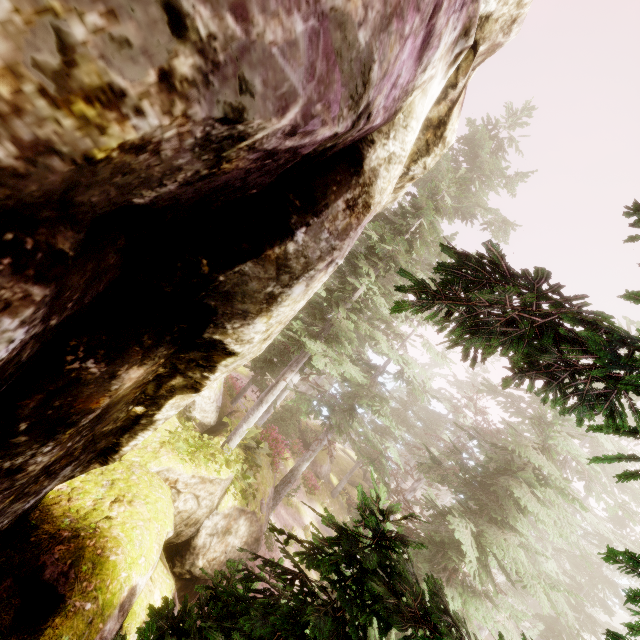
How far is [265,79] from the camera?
→ 1.62m

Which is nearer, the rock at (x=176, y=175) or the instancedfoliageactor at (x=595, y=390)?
the rock at (x=176, y=175)

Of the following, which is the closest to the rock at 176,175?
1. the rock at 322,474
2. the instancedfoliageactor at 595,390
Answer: the instancedfoliageactor at 595,390

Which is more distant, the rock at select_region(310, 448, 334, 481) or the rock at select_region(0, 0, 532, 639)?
the rock at select_region(310, 448, 334, 481)

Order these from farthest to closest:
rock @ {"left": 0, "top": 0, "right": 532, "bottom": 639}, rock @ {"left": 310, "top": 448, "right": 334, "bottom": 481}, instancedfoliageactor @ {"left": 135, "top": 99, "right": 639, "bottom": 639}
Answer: rock @ {"left": 310, "top": 448, "right": 334, "bottom": 481} → instancedfoliageactor @ {"left": 135, "top": 99, "right": 639, "bottom": 639} → rock @ {"left": 0, "top": 0, "right": 532, "bottom": 639}

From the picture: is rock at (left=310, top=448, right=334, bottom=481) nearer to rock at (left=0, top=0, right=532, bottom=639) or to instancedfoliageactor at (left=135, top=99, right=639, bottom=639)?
instancedfoliageactor at (left=135, top=99, right=639, bottom=639)

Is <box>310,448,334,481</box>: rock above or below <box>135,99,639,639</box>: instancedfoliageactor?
below

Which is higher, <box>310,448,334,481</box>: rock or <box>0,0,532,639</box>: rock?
<box>0,0,532,639</box>: rock
